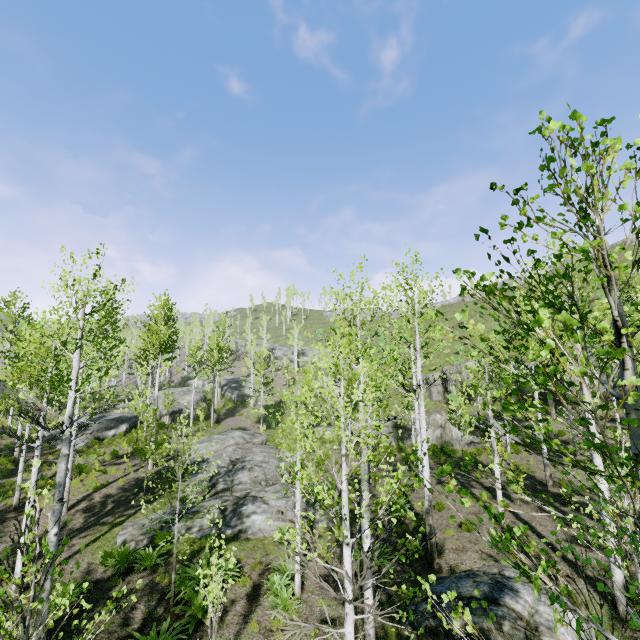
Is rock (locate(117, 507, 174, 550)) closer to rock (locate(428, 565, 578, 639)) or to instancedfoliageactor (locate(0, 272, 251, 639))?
instancedfoliageactor (locate(0, 272, 251, 639))

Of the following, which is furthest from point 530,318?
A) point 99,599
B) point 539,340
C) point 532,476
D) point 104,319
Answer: point 104,319

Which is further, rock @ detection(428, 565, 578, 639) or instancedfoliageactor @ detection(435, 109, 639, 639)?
rock @ detection(428, 565, 578, 639)

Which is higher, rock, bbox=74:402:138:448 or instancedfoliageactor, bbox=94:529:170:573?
rock, bbox=74:402:138:448

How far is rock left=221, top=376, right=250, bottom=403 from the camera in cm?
4291

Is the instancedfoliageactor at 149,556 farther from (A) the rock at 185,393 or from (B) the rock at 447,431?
(B) the rock at 447,431

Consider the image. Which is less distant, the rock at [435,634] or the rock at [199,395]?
the rock at [435,634]

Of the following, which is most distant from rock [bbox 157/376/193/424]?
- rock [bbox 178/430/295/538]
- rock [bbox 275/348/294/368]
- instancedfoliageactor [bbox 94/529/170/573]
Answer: instancedfoliageactor [bbox 94/529/170/573]
